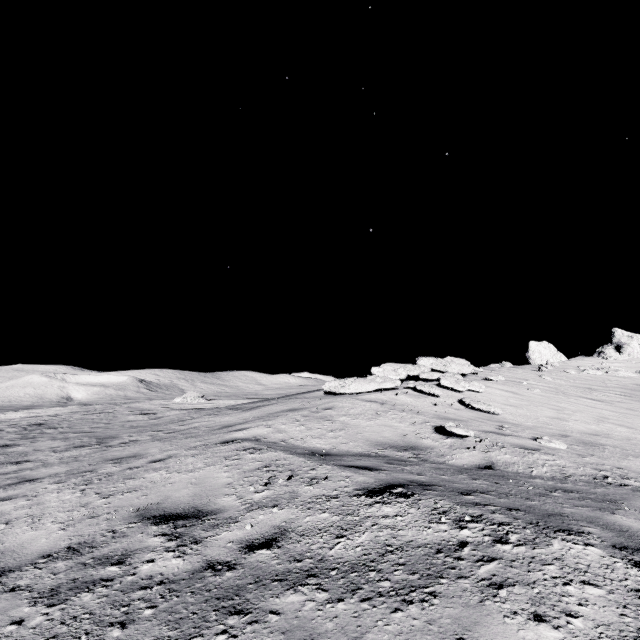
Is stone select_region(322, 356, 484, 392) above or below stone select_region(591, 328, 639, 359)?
below

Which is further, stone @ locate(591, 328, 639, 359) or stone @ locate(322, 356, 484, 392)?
stone @ locate(591, 328, 639, 359)

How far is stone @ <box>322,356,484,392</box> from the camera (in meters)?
11.10

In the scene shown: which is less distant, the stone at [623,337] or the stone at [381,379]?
the stone at [381,379]

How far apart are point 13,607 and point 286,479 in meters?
2.6

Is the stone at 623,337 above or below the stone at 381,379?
above
